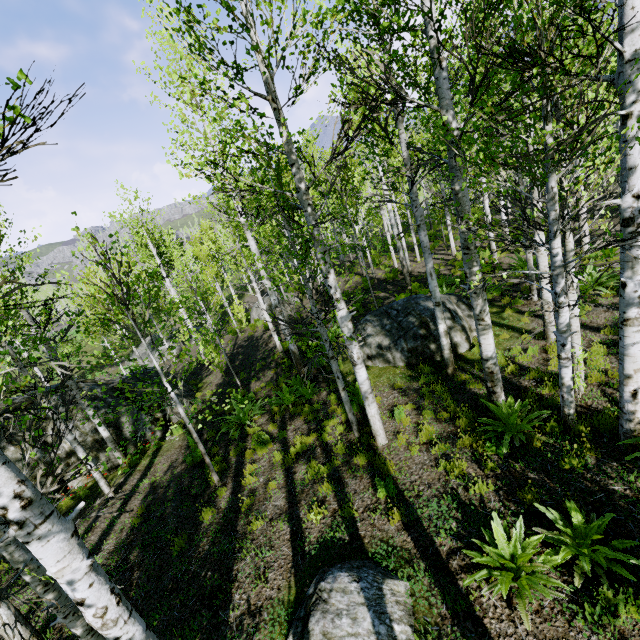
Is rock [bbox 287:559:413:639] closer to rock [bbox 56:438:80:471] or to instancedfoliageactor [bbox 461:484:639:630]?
instancedfoliageactor [bbox 461:484:639:630]

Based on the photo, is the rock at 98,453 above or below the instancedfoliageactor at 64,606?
below

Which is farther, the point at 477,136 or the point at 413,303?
the point at 477,136

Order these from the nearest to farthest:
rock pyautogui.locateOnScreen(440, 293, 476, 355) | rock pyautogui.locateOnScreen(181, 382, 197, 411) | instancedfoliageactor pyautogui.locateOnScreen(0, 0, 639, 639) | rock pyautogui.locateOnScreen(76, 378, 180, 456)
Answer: instancedfoliageactor pyautogui.locateOnScreen(0, 0, 639, 639)
rock pyautogui.locateOnScreen(440, 293, 476, 355)
rock pyautogui.locateOnScreen(76, 378, 180, 456)
rock pyautogui.locateOnScreen(181, 382, 197, 411)

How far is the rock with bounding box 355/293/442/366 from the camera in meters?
9.3 m

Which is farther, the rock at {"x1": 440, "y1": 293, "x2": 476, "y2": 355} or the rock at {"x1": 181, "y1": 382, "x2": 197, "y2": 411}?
the rock at {"x1": 181, "y1": 382, "x2": 197, "y2": 411}

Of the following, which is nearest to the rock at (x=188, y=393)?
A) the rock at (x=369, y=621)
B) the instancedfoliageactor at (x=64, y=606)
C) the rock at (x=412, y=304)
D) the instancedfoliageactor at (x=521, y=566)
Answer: the rock at (x=412, y=304)

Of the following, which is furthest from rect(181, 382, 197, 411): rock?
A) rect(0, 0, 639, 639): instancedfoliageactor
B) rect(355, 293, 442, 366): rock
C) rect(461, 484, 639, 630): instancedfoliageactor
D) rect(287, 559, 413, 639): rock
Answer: rect(0, 0, 639, 639): instancedfoliageactor
